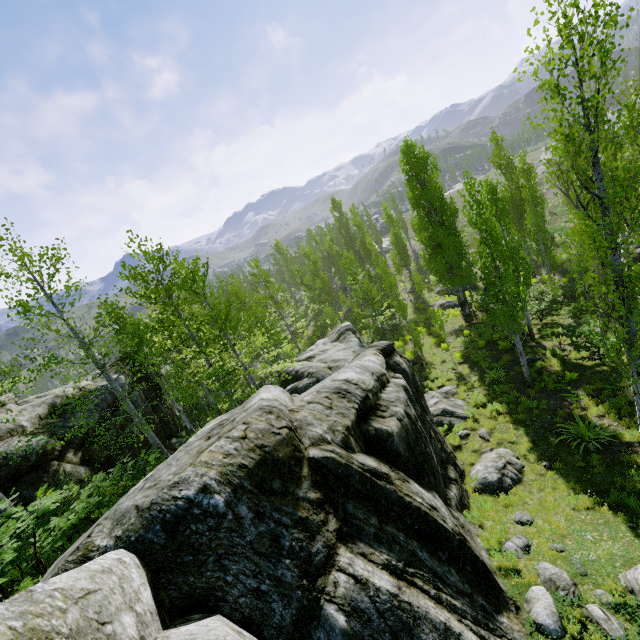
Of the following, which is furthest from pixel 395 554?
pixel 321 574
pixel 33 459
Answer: pixel 33 459

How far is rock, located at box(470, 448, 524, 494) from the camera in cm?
965

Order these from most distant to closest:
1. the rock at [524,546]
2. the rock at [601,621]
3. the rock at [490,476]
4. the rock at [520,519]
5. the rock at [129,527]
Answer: the rock at [490,476]
the rock at [520,519]
the rock at [524,546]
the rock at [601,621]
the rock at [129,527]

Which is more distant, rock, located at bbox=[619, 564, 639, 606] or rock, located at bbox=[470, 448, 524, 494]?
rock, located at bbox=[470, 448, 524, 494]

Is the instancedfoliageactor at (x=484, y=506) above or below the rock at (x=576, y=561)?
below

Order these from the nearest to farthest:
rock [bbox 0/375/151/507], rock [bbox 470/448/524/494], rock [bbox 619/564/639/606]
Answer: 1. rock [bbox 619/564/639/606]
2. rock [bbox 470/448/524/494]
3. rock [bbox 0/375/151/507]

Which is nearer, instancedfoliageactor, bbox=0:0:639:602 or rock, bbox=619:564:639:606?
rock, bbox=619:564:639:606
